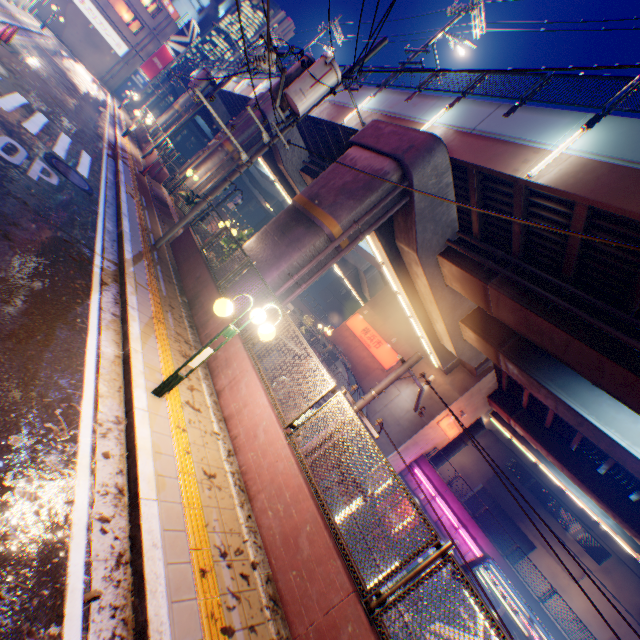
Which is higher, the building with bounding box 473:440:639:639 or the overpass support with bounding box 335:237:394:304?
the overpass support with bounding box 335:237:394:304

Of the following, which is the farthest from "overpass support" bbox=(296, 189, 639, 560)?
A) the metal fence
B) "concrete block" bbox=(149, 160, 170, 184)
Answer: "concrete block" bbox=(149, 160, 170, 184)

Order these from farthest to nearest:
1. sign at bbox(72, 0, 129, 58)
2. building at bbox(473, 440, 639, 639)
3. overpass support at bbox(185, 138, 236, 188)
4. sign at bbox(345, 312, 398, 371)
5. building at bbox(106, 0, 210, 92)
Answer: building at bbox(106, 0, 210, 92)
sign at bbox(72, 0, 129, 58)
building at bbox(473, 440, 639, 639)
sign at bbox(345, 312, 398, 371)
overpass support at bbox(185, 138, 236, 188)

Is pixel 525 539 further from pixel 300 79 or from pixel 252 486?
pixel 300 79

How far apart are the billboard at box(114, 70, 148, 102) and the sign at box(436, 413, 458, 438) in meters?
53.4 m

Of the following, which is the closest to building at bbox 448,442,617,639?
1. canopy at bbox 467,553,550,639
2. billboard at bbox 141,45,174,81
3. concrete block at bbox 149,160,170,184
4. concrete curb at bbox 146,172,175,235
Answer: canopy at bbox 467,553,550,639

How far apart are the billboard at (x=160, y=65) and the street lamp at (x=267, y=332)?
52.55m

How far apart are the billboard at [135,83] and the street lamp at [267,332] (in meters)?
52.47
